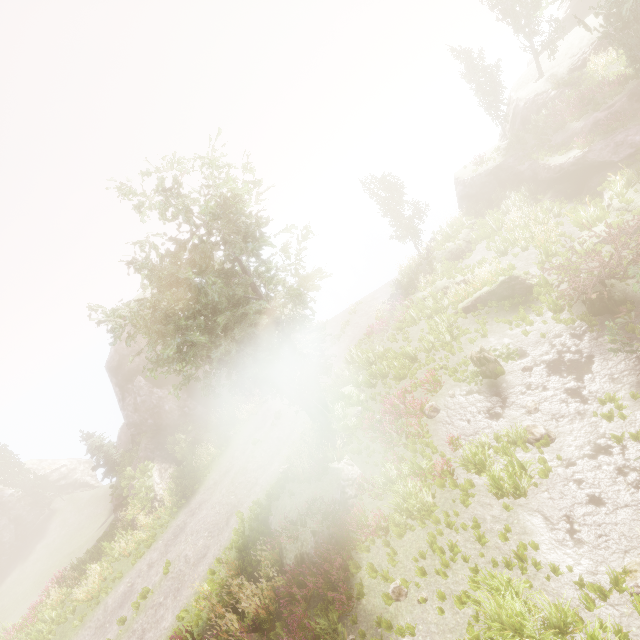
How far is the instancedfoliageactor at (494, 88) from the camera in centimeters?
2900cm

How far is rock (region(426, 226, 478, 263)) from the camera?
22.93m

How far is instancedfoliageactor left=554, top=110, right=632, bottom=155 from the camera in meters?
17.8 m

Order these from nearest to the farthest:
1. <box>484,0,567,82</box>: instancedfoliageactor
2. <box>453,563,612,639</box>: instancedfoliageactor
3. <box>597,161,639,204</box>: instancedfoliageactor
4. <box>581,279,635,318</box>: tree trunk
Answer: <box>453,563,612,639</box>: instancedfoliageactor → <box>581,279,635,318</box>: tree trunk → <box>597,161,639,204</box>: instancedfoliageactor → <box>484,0,567,82</box>: instancedfoliageactor

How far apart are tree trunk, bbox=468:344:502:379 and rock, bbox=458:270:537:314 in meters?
3.5 m

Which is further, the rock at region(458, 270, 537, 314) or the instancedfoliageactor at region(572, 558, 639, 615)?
the rock at region(458, 270, 537, 314)

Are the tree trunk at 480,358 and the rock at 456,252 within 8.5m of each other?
no

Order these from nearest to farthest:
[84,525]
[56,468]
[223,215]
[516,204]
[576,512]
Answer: [576,512] → [223,215] → [516,204] → [84,525] → [56,468]
